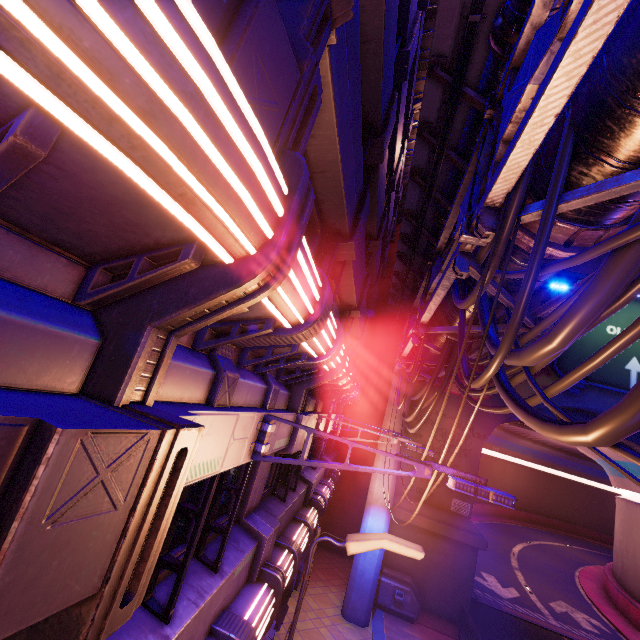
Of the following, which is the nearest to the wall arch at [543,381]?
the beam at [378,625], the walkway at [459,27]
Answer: the walkway at [459,27]

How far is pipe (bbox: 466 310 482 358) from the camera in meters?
7.2

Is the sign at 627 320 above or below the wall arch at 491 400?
above

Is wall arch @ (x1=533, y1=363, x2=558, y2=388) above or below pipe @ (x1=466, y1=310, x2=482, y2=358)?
above

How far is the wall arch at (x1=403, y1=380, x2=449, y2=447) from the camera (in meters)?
18.14

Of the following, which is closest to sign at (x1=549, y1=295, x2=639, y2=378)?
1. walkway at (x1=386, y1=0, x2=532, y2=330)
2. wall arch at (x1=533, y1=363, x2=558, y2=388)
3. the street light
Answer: wall arch at (x1=533, y1=363, x2=558, y2=388)

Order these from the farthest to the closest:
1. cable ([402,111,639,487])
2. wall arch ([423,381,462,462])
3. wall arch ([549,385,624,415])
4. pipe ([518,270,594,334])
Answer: wall arch ([423,381,462,462]), wall arch ([549,385,624,415]), pipe ([518,270,594,334]), cable ([402,111,639,487])

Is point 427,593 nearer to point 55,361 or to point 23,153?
point 55,361
